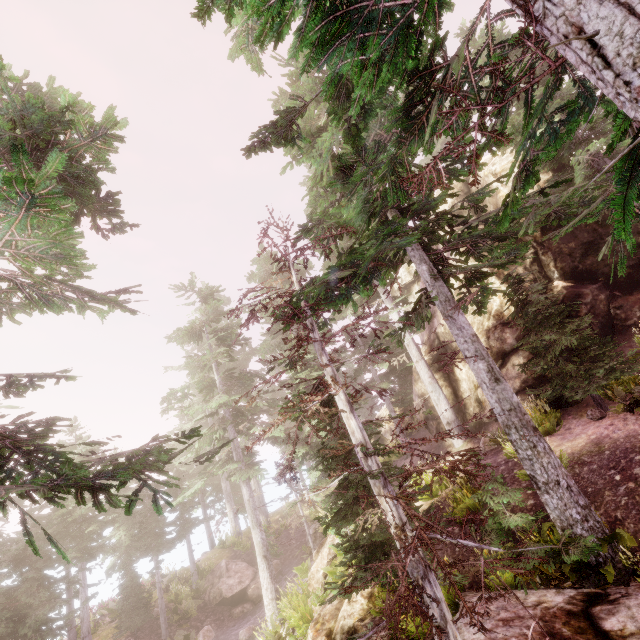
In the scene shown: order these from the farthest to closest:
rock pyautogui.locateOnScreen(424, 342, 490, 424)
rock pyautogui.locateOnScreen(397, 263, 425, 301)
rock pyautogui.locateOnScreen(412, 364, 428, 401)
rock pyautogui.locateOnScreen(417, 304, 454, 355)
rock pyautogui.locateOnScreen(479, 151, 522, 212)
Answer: rock pyautogui.locateOnScreen(397, 263, 425, 301) < rock pyautogui.locateOnScreen(412, 364, 428, 401) < rock pyautogui.locateOnScreen(417, 304, 454, 355) < rock pyautogui.locateOnScreen(479, 151, 522, 212) < rock pyautogui.locateOnScreen(424, 342, 490, 424)

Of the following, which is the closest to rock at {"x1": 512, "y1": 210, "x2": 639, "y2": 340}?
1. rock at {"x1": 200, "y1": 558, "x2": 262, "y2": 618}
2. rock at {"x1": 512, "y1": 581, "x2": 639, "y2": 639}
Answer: rock at {"x1": 512, "y1": 581, "x2": 639, "y2": 639}

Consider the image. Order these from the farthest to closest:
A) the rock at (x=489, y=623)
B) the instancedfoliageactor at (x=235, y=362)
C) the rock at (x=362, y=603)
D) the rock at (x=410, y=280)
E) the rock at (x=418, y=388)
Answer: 1. the rock at (x=410, y=280)
2. the rock at (x=418, y=388)
3. the rock at (x=362, y=603)
4. the rock at (x=489, y=623)
5. the instancedfoliageactor at (x=235, y=362)

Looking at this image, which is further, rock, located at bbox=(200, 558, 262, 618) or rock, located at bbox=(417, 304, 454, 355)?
rock, located at bbox=(200, 558, 262, 618)

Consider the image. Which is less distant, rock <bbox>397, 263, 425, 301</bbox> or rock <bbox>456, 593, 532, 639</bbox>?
rock <bbox>456, 593, 532, 639</bbox>

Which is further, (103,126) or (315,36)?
(103,126)

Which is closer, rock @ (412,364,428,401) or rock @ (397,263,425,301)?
rock @ (412,364,428,401)

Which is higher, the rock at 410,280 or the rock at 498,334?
the rock at 410,280
